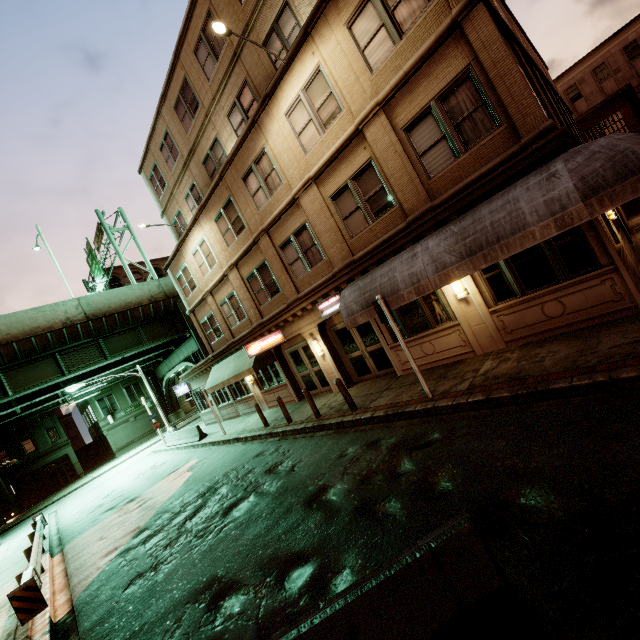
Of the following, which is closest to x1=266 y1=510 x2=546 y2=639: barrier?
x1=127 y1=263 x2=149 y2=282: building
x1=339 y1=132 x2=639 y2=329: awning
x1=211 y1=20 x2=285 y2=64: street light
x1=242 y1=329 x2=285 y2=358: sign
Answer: x1=339 y1=132 x2=639 y2=329: awning

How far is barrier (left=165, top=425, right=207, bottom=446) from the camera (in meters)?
21.33

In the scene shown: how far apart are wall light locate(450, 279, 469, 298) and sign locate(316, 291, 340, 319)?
4.14m

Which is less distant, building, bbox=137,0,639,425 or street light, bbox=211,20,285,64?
building, bbox=137,0,639,425

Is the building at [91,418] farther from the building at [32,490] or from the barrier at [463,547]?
the barrier at [463,547]

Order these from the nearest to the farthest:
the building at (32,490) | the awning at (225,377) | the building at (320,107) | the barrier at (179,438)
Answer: the building at (320,107) → the awning at (225,377) → the barrier at (179,438) → the building at (32,490)

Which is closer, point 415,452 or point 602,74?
point 415,452

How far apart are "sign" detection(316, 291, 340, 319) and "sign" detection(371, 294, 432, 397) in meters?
3.9 m
